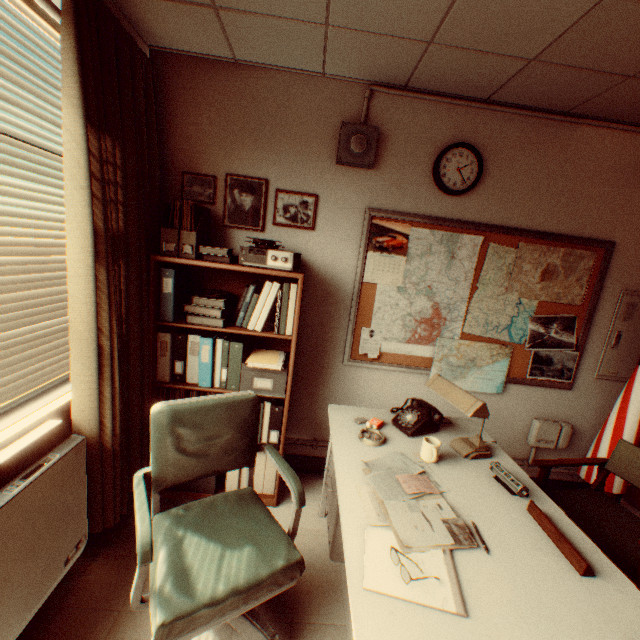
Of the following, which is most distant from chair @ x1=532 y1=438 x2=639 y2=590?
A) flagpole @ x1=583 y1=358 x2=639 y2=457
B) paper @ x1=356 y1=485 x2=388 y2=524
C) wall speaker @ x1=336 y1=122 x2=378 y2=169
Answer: wall speaker @ x1=336 y1=122 x2=378 y2=169

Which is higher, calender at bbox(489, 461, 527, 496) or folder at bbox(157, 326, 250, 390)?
folder at bbox(157, 326, 250, 390)

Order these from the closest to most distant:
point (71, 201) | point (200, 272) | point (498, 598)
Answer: point (498, 598) → point (71, 201) → point (200, 272)

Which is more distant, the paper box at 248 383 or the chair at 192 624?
Result: the paper box at 248 383

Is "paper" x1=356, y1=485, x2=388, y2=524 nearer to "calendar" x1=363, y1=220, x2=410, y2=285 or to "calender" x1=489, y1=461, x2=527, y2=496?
"calender" x1=489, y1=461, x2=527, y2=496

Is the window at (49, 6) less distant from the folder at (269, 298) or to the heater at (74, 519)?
the heater at (74, 519)

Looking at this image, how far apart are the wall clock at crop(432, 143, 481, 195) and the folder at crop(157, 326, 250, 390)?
2.06m

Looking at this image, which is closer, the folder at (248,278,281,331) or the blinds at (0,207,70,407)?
the blinds at (0,207,70,407)
